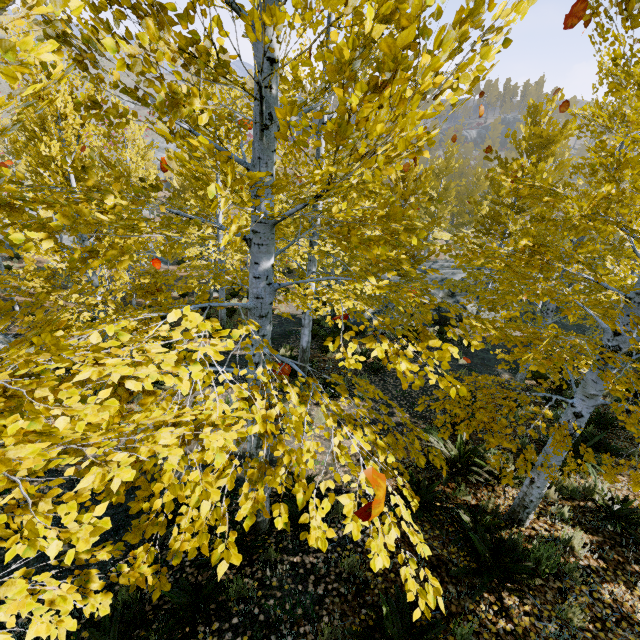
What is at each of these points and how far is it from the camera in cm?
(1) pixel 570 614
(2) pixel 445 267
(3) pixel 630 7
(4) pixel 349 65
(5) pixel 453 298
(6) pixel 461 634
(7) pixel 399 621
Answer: (1) instancedfoliageactor, 365
(2) rock, 2309
(3) instancedfoliageactor, 245
(4) instancedfoliageactor, 208
(5) rock, 1738
(6) instancedfoliageactor, 338
(7) instancedfoliageactor, 328

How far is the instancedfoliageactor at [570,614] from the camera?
3.6m

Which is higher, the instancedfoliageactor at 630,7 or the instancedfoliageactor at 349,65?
the instancedfoliageactor at 630,7

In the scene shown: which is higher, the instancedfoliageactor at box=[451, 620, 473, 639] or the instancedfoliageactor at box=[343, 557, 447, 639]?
the instancedfoliageactor at box=[343, 557, 447, 639]

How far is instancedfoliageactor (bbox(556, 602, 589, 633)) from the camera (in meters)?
3.56

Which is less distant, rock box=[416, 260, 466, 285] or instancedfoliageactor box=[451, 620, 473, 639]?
instancedfoliageactor box=[451, 620, 473, 639]

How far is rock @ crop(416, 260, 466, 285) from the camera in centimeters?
1906cm
